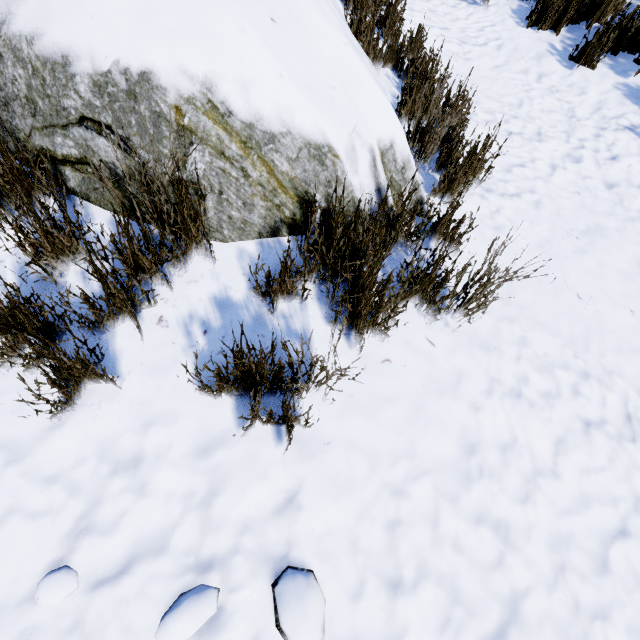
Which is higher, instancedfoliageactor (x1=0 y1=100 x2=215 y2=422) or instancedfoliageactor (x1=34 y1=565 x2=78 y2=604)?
instancedfoliageactor (x1=0 y1=100 x2=215 y2=422)

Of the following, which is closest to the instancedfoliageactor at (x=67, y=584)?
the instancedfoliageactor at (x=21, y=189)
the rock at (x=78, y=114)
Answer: the rock at (x=78, y=114)

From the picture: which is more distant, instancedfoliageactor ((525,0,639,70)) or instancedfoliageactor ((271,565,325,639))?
instancedfoliageactor ((525,0,639,70))

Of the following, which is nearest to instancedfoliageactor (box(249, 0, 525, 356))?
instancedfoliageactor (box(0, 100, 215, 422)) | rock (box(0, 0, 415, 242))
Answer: rock (box(0, 0, 415, 242))

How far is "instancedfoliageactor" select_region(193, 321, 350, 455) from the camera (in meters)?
1.15

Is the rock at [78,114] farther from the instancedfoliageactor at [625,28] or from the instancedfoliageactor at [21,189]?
the instancedfoliageactor at [625,28]

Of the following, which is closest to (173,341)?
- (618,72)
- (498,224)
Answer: (498,224)
